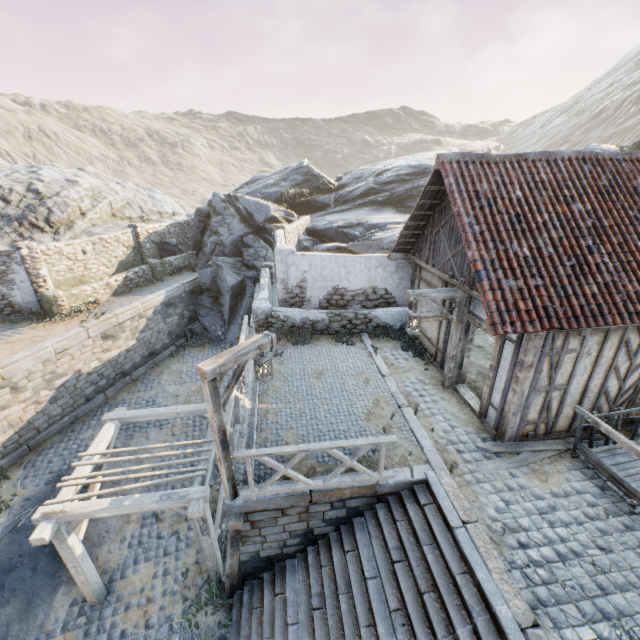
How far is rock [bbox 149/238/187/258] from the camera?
20.5m

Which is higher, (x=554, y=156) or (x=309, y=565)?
(x=554, y=156)

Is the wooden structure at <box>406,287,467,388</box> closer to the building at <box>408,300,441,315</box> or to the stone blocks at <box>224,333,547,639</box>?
the building at <box>408,300,441,315</box>

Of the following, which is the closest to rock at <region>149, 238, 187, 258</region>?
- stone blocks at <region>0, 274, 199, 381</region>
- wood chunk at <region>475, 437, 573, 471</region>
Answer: stone blocks at <region>0, 274, 199, 381</region>

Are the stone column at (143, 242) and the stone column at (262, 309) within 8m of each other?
no

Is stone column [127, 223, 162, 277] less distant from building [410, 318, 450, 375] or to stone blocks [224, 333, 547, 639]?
stone blocks [224, 333, 547, 639]

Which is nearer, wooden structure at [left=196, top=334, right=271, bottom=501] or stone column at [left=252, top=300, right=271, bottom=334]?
wooden structure at [left=196, top=334, right=271, bottom=501]

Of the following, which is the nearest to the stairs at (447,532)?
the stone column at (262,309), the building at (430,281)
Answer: the building at (430,281)
